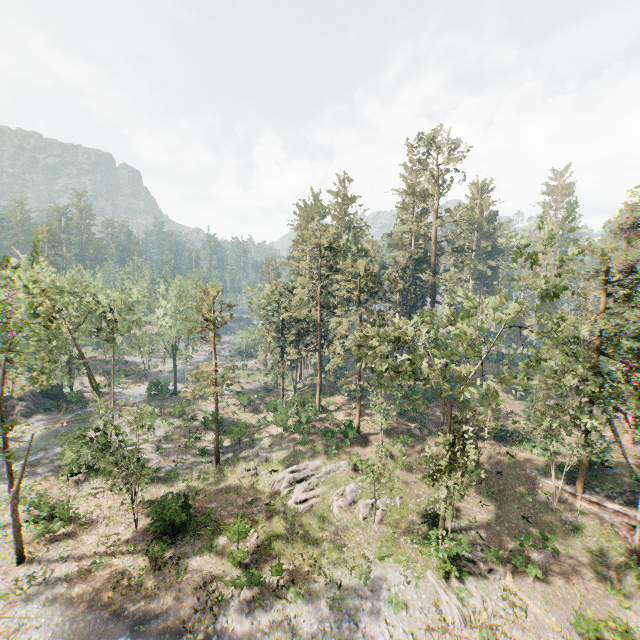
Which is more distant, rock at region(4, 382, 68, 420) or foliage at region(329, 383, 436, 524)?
rock at region(4, 382, 68, 420)

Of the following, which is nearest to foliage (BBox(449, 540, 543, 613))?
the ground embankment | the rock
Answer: the ground embankment

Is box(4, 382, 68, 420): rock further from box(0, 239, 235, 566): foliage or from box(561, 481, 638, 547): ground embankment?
box(561, 481, 638, 547): ground embankment

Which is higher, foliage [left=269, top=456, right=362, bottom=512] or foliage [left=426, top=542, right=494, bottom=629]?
foliage [left=269, top=456, right=362, bottom=512]

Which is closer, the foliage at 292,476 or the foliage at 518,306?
the foliage at 518,306

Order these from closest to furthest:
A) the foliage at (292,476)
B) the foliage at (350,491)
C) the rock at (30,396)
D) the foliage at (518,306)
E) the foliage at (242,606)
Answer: the foliage at (242,606) < the foliage at (518,306) < the foliage at (350,491) < the foliage at (292,476) < the rock at (30,396)

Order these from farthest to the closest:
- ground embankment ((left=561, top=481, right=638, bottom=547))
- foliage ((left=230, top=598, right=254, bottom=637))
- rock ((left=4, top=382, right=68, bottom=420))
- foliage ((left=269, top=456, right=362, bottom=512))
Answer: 1. rock ((left=4, top=382, right=68, bottom=420))
2. foliage ((left=269, top=456, right=362, bottom=512))
3. ground embankment ((left=561, top=481, right=638, bottom=547))
4. foliage ((left=230, top=598, right=254, bottom=637))

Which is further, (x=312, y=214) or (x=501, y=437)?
(x=312, y=214)
